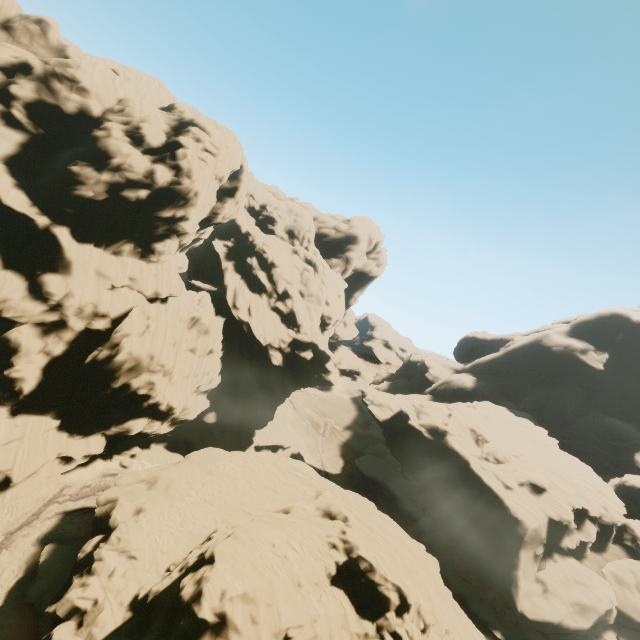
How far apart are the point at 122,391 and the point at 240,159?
29.8 meters
